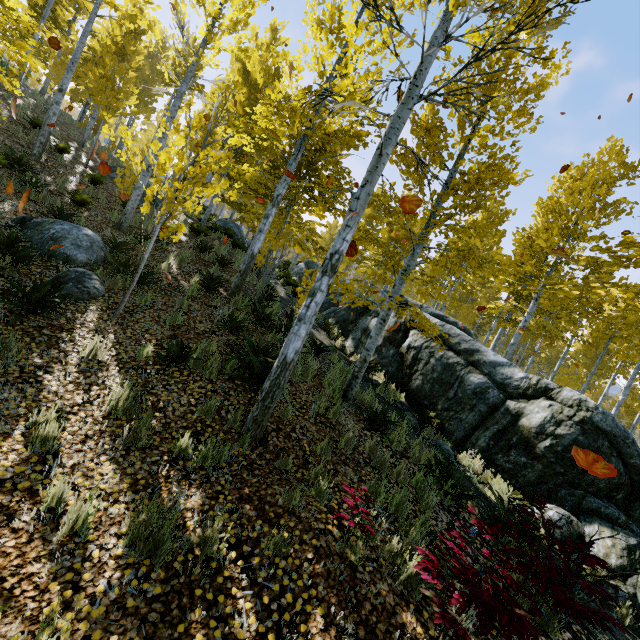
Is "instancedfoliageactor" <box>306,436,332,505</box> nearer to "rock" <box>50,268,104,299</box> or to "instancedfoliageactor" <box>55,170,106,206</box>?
"instancedfoliageactor" <box>55,170,106,206</box>

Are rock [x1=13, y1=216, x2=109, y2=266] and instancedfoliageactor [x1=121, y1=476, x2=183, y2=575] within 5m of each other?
no

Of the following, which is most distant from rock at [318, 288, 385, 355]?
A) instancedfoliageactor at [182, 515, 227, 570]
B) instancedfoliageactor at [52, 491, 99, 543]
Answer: instancedfoliageactor at [52, 491, 99, 543]

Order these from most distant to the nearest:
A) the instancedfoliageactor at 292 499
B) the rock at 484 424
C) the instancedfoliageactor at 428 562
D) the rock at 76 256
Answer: the rock at 76 256
the rock at 484 424
the instancedfoliageactor at 292 499
the instancedfoliageactor at 428 562

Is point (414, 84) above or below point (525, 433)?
above

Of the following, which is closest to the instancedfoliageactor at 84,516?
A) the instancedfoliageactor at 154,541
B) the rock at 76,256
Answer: the instancedfoliageactor at 154,541

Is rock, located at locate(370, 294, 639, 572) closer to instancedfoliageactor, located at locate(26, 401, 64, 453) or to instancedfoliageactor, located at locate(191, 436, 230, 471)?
instancedfoliageactor, located at locate(26, 401, 64, 453)

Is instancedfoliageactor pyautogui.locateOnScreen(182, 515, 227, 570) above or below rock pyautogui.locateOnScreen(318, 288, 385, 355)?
below
